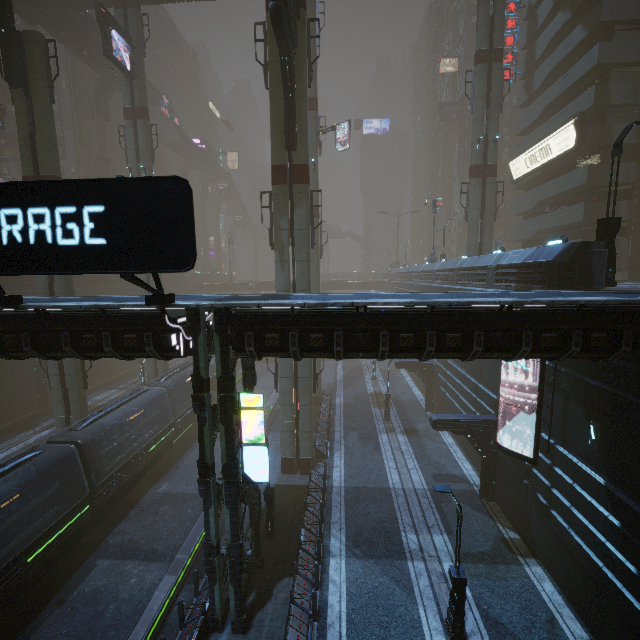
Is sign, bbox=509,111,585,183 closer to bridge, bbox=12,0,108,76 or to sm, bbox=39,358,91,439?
sm, bbox=39,358,91,439

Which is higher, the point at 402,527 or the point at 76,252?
the point at 76,252

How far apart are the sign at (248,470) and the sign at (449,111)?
61.98m

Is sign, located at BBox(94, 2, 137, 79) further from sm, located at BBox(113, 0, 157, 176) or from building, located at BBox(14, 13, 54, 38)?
building, located at BBox(14, 13, 54, 38)

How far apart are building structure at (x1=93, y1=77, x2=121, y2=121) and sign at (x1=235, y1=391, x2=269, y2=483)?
55.70m

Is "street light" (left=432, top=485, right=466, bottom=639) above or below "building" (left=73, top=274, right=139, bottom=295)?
below

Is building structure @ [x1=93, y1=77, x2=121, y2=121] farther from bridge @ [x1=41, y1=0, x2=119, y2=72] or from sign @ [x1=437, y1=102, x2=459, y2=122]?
sign @ [x1=437, y1=102, x2=459, y2=122]

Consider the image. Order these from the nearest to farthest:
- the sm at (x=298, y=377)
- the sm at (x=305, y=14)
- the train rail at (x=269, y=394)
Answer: the sm at (x=305, y=14) → the sm at (x=298, y=377) → the train rail at (x=269, y=394)
